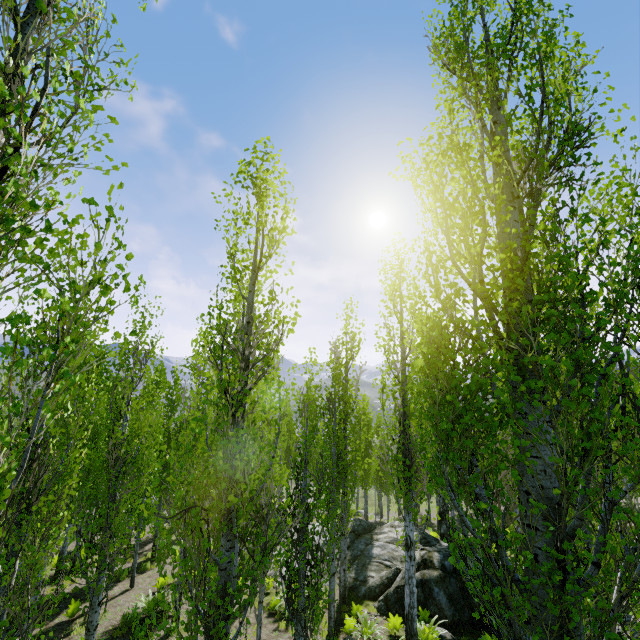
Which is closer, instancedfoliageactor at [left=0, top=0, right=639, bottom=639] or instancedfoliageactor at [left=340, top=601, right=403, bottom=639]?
instancedfoliageactor at [left=0, top=0, right=639, bottom=639]

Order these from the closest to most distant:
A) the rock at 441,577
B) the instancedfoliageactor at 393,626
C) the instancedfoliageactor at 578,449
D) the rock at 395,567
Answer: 1. the instancedfoliageactor at 578,449
2. the instancedfoliageactor at 393,626
3. the rock at 441,577
4. the rock at 395,567

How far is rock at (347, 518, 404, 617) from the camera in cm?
1259

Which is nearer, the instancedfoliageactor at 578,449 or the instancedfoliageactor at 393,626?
the instancedfoliageactor at 578,449

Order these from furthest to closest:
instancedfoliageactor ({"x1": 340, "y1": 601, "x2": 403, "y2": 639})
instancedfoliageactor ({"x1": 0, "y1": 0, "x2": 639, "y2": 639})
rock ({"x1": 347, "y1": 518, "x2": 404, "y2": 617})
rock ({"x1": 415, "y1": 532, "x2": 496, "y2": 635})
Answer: rock ({"x1": 347, "y1": 518, "x2": 404, "y2": 617}) → rock ({"x1": 415, "y1": 532, "x2": 496, "y2": 635}) → instancedfoliageactor ({"x1": 340, "y1": 601, "x2": 403, "y2": 639}) → instancedfoliageactor ({"x1": 0, "y1": 0, "x2": 639, "y2": 639})

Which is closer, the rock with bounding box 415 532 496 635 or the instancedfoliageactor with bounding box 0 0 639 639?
the instancedfoliageactor with bounding box 0 0 639 639

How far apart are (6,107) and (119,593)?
18.17m
